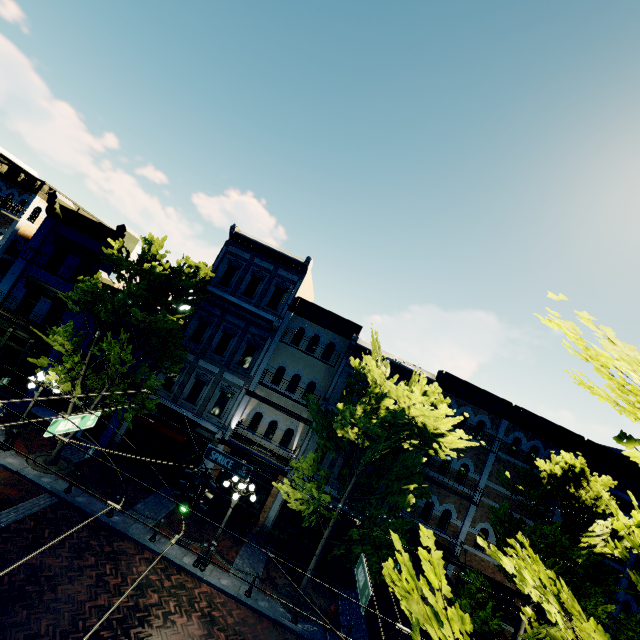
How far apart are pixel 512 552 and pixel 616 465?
19.7 meters

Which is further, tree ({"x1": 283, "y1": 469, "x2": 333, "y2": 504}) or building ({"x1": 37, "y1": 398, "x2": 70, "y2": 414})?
building ({"x1": 37, "y1": 398, "x2": 70, "y2": 414})

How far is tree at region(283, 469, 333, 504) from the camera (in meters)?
11.77

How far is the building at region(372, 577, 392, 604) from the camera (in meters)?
16.25

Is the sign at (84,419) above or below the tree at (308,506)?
above

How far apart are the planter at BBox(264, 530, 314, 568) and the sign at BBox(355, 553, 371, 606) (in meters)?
8.49

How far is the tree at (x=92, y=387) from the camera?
13.1m
